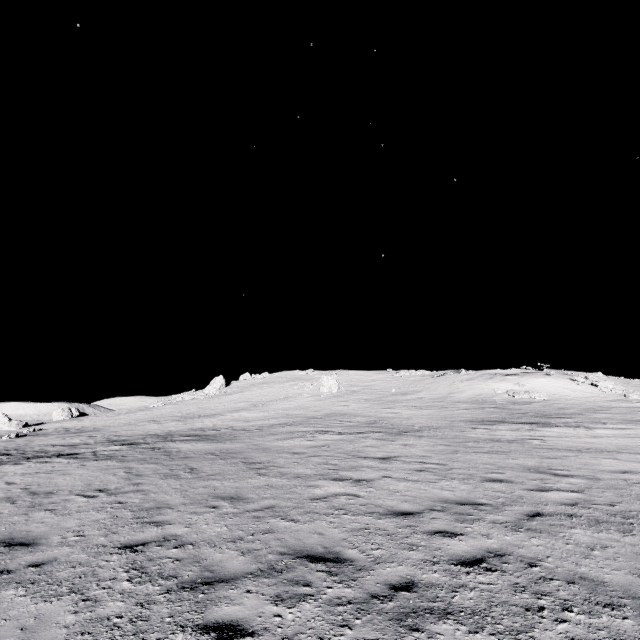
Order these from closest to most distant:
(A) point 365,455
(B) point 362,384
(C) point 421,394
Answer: (A) point 365,455 < (C) point 421,394 < (B) point 362,384

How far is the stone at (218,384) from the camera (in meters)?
52.25

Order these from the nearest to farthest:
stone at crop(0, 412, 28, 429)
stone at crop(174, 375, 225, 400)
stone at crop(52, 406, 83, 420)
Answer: stone at crop(0, 412, 28, 429) < stone at crop(52, 406, 83, 420) < stone at crop(174, 375, 225, 400)

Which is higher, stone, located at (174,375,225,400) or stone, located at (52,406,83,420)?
stone, located at (174,375,225,400)

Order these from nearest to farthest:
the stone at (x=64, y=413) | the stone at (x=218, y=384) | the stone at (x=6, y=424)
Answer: the stone at (x=6, y=424)
the stone at (x=64, y=413)
the stone at (x=218, y=384)

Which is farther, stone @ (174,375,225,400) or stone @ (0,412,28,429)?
stone @ (174,375,225,400)

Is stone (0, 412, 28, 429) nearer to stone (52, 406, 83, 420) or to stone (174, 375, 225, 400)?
stone (52, 406, 83, 420)
